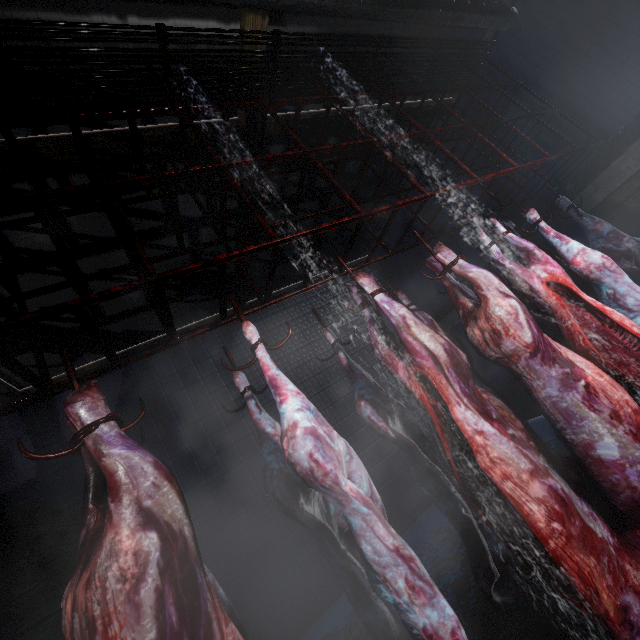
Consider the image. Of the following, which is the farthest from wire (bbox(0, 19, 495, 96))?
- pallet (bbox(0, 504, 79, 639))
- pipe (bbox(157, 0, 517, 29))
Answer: pallet (bbox(0, 504, 79, 639))

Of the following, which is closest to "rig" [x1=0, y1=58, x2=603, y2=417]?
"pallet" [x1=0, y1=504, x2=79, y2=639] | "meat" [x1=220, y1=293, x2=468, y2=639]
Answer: "meat" [x1=220, y1=293, x2=468, y2=639]

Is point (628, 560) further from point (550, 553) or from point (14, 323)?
point (14, 323)

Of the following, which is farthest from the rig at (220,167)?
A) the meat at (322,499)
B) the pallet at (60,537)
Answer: the pallet at (60,537)

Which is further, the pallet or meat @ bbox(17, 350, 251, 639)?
the pallet

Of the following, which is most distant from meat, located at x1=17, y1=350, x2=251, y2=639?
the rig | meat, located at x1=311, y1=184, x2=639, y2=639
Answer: meat, located at x1=311, y1=184, x2=639, y2=639

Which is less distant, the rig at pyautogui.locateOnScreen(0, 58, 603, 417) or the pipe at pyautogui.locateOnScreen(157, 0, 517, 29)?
the rig at pyautogui.locateOnScreen(0, 58, 603, 417)

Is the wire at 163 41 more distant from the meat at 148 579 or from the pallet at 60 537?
the pallet at 60 537
